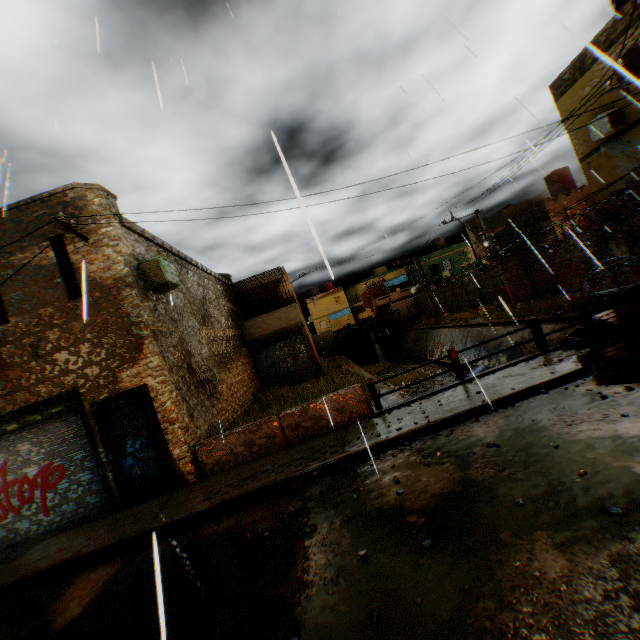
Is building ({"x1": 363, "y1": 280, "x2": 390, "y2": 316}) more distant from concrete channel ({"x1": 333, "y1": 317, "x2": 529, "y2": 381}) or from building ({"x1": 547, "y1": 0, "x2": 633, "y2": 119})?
concrete channel ({"x1": 333, "y1": 317, "x2": 529, "y2": 381})

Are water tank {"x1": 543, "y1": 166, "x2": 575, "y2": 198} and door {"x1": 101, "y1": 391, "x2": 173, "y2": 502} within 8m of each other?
no

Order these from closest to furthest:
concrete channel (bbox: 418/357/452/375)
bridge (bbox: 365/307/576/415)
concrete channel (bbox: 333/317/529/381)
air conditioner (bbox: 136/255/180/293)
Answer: bridge (bbox: 365/307/576/415) < air conditioner (bbox: 136/255/180/293) < concrete channel (bbox: 333/317/529/381) < concrete channel (bbox: 418/357/452/375)

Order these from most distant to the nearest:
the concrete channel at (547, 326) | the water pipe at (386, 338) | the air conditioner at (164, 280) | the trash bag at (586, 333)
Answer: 1. the water pipe at (386, 338)
2. the concrete channel at (547, 326)
3. the air conditioner at (164, 280)
4. the trash bag at (586, 333)

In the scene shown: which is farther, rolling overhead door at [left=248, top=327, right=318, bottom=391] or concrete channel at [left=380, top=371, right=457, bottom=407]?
rolling overhead door at [left=248, top=327, right=318, bottom=391]

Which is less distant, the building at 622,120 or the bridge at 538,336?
the bridge at 538,336

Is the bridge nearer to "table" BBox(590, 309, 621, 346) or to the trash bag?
the trash bag

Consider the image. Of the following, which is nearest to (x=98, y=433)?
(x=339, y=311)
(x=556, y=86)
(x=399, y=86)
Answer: (x=399, y=86)
